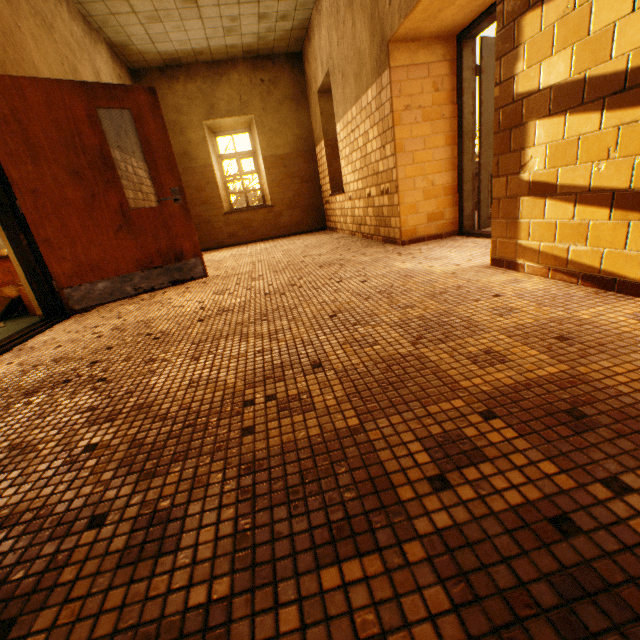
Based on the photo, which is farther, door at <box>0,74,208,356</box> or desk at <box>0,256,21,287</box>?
desk at <box>0,256,21,287</box>

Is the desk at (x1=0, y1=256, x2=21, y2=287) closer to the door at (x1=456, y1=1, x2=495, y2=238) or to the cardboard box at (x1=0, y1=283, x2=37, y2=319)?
the cardboard box at (x1=0, y1=283, x2=37, y2=319)

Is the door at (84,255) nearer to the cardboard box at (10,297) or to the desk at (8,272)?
the cardboard box at (10,297)

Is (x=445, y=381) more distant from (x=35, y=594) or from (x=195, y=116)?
(x=195, y=116)

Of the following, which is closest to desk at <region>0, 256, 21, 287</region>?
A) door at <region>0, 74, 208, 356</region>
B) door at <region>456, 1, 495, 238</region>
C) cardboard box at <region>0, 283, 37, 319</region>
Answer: cardboard box at <region>0, 283, 37, 319</region>

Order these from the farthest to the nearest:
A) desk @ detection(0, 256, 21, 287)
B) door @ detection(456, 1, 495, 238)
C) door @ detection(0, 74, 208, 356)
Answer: desk @ detection(0, 256, 21, 287)
door @ detection(456, 1, 495, 238)
door @ detection(0, 74, 208, 356)

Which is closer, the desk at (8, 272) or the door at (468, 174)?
the door at (468, 174)
